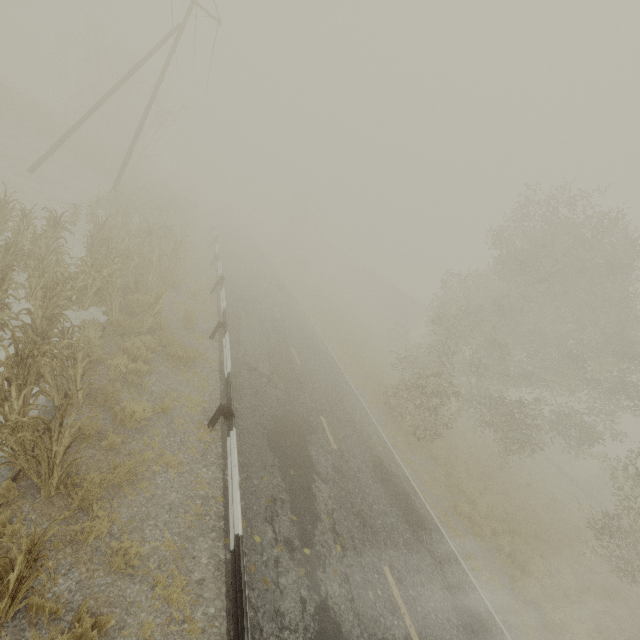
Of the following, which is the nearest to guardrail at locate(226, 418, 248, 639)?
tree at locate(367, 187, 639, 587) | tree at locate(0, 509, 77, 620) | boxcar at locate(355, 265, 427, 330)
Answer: tree at locate(0, 509, 77, 620)

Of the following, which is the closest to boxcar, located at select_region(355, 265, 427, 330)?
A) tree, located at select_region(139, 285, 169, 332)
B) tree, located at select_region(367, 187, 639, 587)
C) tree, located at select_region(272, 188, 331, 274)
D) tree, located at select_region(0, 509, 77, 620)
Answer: tree, located at select_region(272, 188, 331, 274)

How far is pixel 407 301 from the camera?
47.06m

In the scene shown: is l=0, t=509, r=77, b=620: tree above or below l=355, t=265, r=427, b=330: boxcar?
below

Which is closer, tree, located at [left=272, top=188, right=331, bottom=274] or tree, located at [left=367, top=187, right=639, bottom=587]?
tree, located at [left=367, top=187, right=639, bottom=587]

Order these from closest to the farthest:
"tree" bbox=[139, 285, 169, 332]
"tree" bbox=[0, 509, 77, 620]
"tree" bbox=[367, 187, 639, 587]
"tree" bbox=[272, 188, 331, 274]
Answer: "tree" bbox=[0, 509, 77, 620] → "tree" bbox=[139, 285, 169, 332] → "tree" bbox=[367, 187, 639, 587] → "tree" bbox=[272, 188, 331, 274]

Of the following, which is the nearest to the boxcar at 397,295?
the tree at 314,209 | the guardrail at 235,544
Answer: the tree at 314,209

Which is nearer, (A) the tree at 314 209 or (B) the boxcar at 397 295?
(A) the tree at 314 209
